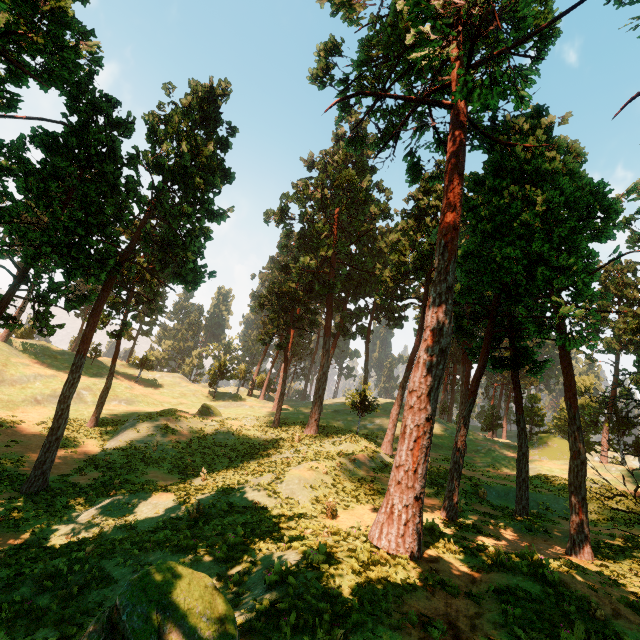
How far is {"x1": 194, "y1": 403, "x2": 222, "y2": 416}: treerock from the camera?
39.00m

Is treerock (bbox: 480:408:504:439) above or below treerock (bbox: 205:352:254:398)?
above

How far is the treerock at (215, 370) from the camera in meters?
52.7

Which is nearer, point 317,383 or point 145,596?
point 145,596

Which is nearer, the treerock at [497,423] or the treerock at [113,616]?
the treerock at [113,616]

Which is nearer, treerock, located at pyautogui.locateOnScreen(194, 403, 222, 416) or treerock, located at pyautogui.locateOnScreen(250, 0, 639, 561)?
treerock, located at pyautogui.locateOnScreen(250, 0, 639, 561)

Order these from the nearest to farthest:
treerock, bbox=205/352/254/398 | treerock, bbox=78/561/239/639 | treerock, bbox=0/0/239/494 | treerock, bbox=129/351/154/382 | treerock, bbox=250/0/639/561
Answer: treerock, bbox=78/561/239/639, treerock, bbox=250/0/639/561, treerock, bbox=0/0/239/494, treerock, bbox=129/351/154/382, treerock, bbox=205/352/254/398
